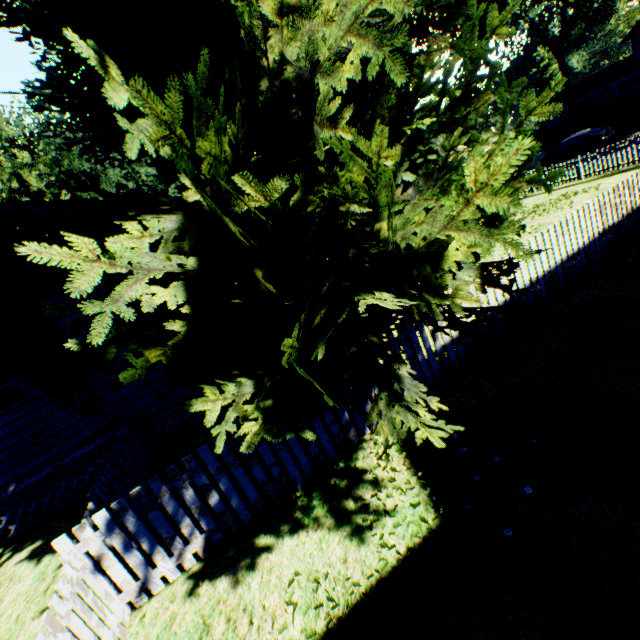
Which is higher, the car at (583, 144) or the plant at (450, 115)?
the plant at (450, 115)

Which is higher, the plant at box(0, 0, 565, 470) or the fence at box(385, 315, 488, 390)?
the plant at box(0, 0, 565, 470)

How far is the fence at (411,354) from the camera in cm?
557

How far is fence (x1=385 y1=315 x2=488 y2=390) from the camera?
5.57m

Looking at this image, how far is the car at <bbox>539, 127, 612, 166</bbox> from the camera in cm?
2448

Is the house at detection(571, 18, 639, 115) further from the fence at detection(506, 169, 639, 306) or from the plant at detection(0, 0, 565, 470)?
the fence at detection(506, 169, 639, 306)

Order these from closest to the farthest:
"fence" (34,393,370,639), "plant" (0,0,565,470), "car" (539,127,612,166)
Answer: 1. "plant" (0,0,565,470)
2. "fence" (34,393,370,639)
3. "car" (539,127,612,166)

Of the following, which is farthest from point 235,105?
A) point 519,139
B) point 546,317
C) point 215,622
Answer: point 546,317
